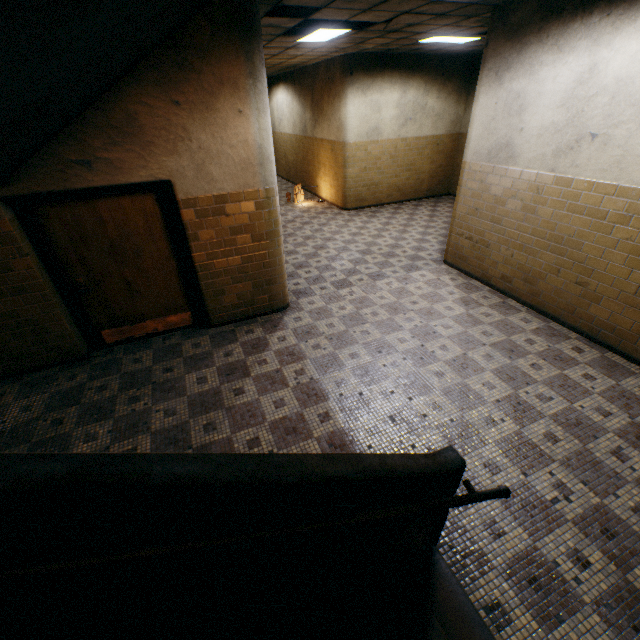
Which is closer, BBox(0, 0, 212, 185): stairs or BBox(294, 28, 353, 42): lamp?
BBox(0, 0, 212, 185): stairs

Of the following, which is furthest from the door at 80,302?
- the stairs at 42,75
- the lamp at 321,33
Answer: the lamp at 321,33

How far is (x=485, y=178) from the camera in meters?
5.4 m

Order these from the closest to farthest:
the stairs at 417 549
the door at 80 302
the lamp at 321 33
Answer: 1. the stairs at 417 549
2. the door at 80 302
3. the lamp at 321 33

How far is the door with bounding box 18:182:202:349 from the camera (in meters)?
3.81

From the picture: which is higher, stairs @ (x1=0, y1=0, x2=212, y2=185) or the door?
stairs @ (x1=0, y1=0, x2=212, y2=185)

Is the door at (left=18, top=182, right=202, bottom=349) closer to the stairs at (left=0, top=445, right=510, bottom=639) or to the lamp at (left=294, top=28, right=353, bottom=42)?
the stairs at (left=0, top=445, right=510, bottom=639)
